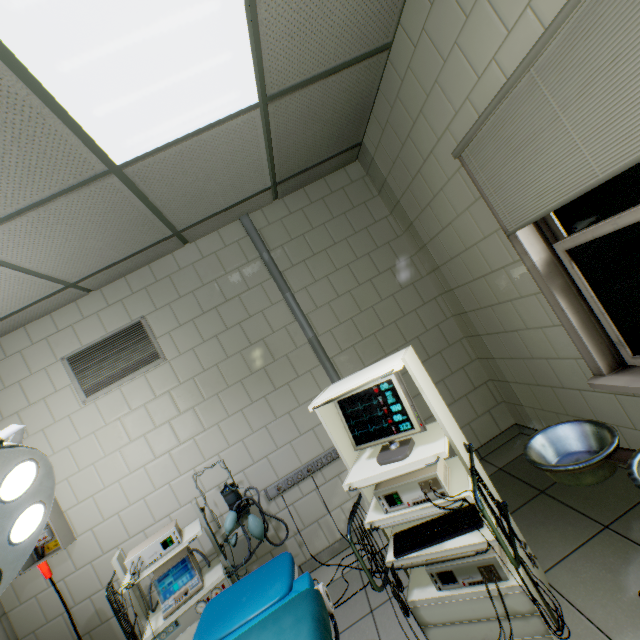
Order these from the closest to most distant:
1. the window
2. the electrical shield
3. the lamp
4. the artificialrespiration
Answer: the lamp → the window → the artificialrespiration → the electrical shield

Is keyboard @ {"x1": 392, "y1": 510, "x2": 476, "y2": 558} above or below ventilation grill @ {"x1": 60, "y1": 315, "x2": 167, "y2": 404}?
below

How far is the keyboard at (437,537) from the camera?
1.5m

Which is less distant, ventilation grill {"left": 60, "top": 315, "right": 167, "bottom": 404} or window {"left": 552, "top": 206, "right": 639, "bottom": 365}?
window {"left": 552, "top": 206, "right": 639, "bottom": 365}

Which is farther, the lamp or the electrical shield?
the electrical shield

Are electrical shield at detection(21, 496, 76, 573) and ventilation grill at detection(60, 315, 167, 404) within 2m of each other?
yes

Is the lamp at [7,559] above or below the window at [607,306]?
above

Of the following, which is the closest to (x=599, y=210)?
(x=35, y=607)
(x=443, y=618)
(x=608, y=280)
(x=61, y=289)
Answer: (x=608, y=280)
